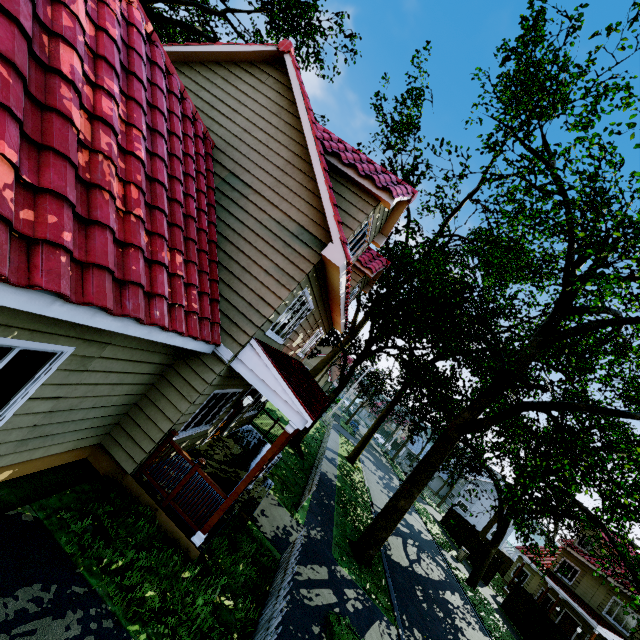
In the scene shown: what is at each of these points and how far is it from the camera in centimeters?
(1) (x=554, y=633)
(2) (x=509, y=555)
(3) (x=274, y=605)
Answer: (1) fence, 1792cm
(2) fence, 5306cm
(3) fence, 577cm

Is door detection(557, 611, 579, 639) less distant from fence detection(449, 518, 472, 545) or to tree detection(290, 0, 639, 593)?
tree detection(290, 0, 639, 593)

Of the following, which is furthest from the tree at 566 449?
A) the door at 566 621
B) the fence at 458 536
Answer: the door at 566 621

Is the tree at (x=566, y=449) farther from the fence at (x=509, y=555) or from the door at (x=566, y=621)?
the door at (x=566, y=621)

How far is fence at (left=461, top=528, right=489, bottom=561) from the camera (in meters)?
27.61

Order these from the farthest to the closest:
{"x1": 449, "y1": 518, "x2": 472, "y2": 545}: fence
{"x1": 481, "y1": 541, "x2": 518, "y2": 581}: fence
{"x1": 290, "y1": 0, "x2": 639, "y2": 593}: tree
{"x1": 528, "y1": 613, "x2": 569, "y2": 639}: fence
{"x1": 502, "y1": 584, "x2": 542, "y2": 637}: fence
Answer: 1. {"x1": 449, "y1": 518, "x2": 472, "y2": 545}: fence
2. {"x1": 481, "y1": 541, "x2": 518, "y2": 581}: fence
3. {"x1": 502, "y1": 584, "x2": 542, "y2": 637}: fence
4. {"x1": 528, "y1": 613, "x2": 569, "y2": 639}: fence
5. {"x1": 290, "y1": 0, "x2": 639, "y2": 593}: tree

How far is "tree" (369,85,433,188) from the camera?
11.2 meters
